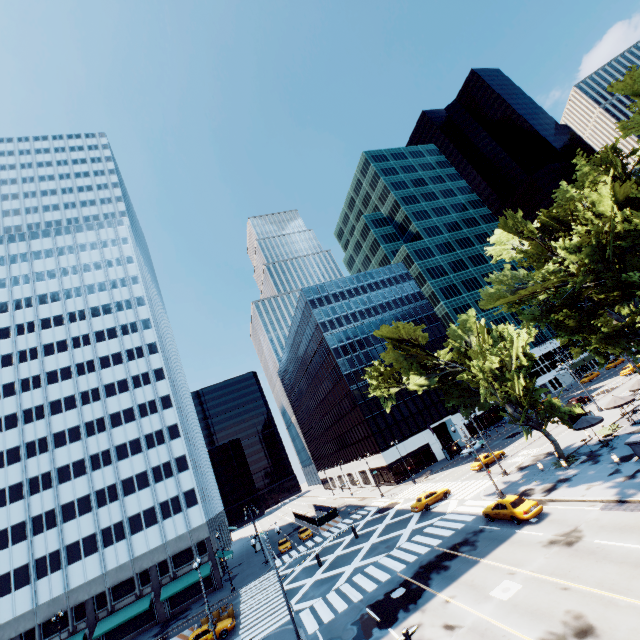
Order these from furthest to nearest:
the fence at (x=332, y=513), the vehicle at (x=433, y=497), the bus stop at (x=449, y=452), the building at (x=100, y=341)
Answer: the bus stop at (x=449, y=452) → the fence at (x=332, y=513) → the building at (x=100, y=341) → the vehicle at (x=433, y=497)

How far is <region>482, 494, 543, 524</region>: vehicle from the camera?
23.25m

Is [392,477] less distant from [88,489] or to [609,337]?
[609,337]

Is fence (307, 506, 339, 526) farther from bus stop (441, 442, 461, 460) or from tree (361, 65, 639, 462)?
tree (361, 65, 639, 462)

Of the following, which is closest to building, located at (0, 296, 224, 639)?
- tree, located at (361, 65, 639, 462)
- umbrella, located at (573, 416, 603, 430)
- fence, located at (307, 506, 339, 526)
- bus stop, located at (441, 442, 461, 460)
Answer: fence, located at (307, 506, 339, 526)

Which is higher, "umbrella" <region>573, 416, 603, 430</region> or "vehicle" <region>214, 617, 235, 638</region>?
"umbrella" <region>573, 416, 603, 430</region>

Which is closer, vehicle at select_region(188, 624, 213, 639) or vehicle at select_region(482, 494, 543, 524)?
vehicle at select_region(482, 494, 543, 524)

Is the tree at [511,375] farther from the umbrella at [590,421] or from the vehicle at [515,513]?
the vehicle at [515,513]
